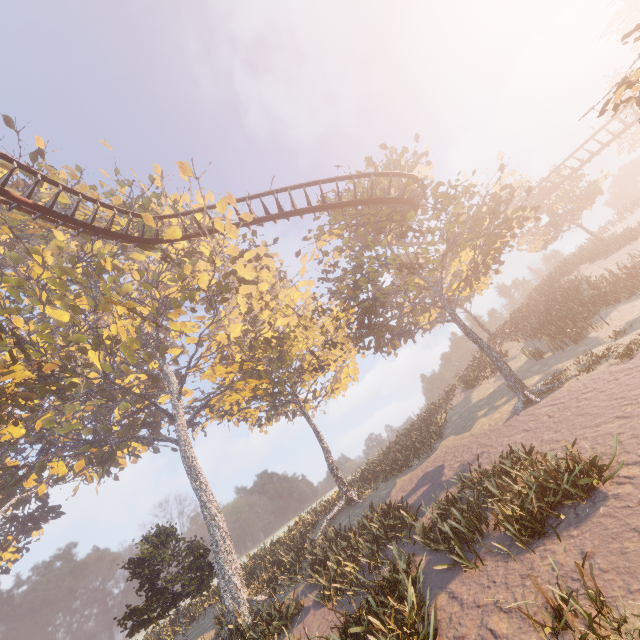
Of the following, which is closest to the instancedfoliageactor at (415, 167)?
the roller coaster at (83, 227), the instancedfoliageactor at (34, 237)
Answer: the instancedfoliageactor at (34, 237)

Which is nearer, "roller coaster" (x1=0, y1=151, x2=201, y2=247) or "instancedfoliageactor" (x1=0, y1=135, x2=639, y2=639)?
"instancedfoliageactor" (x1=0, y1=135, x2=639, y2=639)

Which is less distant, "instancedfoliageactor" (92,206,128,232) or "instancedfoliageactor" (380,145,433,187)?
"instancedfoliageactor" (92,206,128,232)

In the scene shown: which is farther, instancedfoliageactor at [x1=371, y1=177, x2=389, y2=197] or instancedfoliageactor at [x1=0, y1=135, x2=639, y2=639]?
instancedfoliageactor at [x1=371, y1=177, x2=389, y2=197]

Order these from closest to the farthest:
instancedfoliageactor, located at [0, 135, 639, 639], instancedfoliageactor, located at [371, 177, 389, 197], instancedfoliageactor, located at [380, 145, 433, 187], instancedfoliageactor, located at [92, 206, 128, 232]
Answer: instancedfoliageactor, located at [0, 135, 639, 639], instancedfoliageactor, located at [92, 206, 128, 232], instancedfoliageactor, located at [371, 177, 389, 197], instancedfoliageactor, located at [380, 145, 433, 187]

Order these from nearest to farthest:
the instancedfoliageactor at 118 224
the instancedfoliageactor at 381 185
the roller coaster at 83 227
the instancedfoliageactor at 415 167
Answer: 1. the roller coaster at 83 227
2. the instancedfoliageactor at 118 224
3. the instancedfoliageactor at 381 185
4. the instancedfoliageactor at 415 167

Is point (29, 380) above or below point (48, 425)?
above
